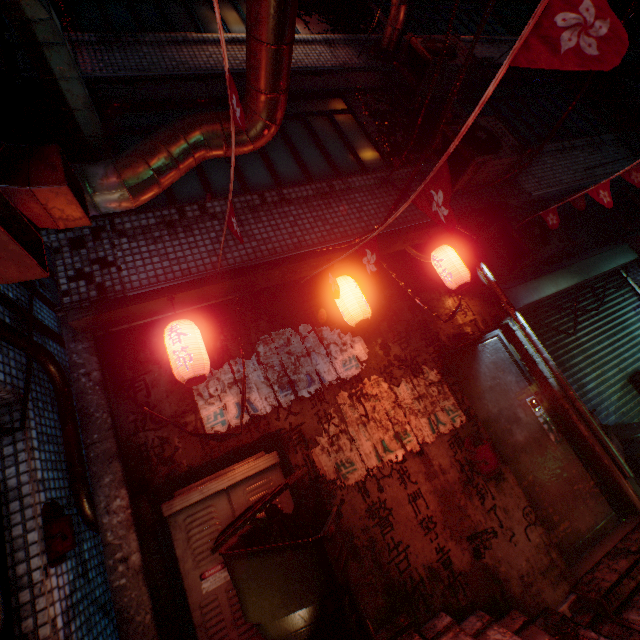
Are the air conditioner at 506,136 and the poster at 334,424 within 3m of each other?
yes

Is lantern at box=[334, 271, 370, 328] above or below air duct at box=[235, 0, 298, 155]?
below

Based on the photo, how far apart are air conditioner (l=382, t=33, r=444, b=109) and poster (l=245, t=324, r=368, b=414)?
3.8 meters

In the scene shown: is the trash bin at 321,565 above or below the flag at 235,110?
below

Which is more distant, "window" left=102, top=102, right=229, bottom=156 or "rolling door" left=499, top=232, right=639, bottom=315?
"rolling door" left=499, top=232, right=639, bottom=315

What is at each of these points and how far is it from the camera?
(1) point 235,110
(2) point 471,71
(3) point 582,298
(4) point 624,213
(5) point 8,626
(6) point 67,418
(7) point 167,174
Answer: (1) flag, 1.50m
(2) air conditioner, 4.62m
(3) rolling door, 5.11m
(4) air conditioner, 5.89m
(5) door, 1.61m
(6) pipe, 2.24m
(7) air duct, 2.33m

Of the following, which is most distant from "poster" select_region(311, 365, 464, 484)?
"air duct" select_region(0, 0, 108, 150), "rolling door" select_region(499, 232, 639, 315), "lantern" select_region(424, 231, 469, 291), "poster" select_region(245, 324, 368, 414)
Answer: "air duct" select_region(0, 0, 108, 150)

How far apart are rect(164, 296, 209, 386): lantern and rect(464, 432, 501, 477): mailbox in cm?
234
